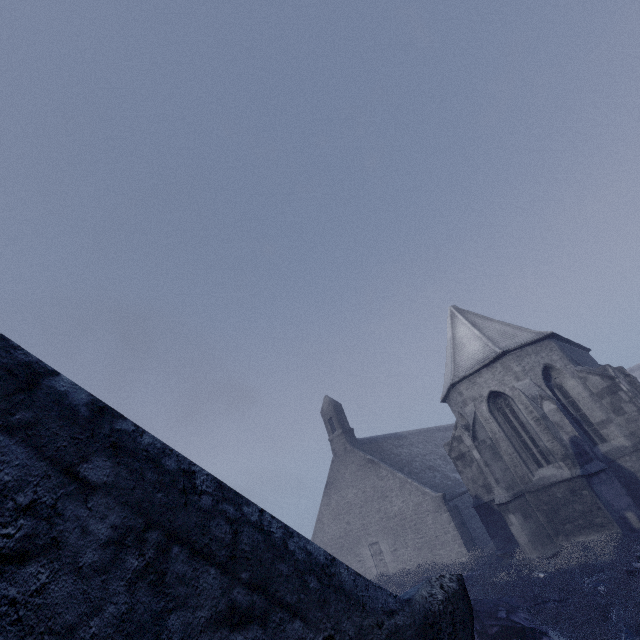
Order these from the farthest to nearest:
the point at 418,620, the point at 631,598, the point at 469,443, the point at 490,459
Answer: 1. the point at 469,443
2. the point at 490,459
3. the point at 631,598
4. the point at 418,620
